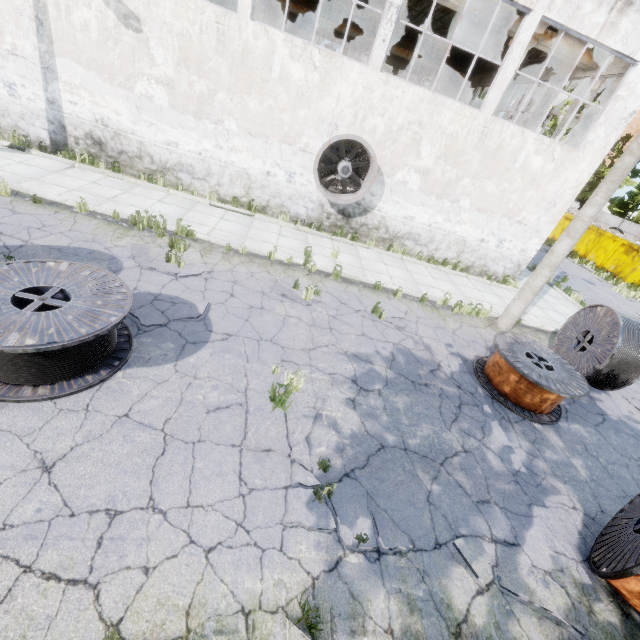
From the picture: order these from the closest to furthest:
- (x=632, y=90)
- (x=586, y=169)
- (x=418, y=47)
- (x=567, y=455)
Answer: (x=567, y=455) < (x=418, y=47) < (x=632, y=90) < (x=586, y=169)

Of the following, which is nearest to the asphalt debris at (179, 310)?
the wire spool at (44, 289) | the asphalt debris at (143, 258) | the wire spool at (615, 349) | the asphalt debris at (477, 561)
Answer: the wire spool at (44, 289)

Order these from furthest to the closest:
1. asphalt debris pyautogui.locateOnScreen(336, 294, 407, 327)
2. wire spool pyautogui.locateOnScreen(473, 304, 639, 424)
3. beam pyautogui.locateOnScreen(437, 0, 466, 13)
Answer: beam pyautogui.locateOnScreen(437, 0, 466, 13) → asphalt debris pyautogui.locateOnScreen(336, 294, 407, 327) → wire spool pyautogui.locateOnScreen(473, 304, 639, 424)

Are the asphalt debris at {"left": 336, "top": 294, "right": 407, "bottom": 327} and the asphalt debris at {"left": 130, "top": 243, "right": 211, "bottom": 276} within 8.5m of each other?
yes

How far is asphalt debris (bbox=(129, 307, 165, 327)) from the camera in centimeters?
563cm

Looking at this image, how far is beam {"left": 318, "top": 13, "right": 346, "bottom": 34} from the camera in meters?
20.6

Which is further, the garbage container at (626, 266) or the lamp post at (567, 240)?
the garbage container at (626, 266)

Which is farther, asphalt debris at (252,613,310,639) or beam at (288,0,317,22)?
beam at (288,0,317,22)
